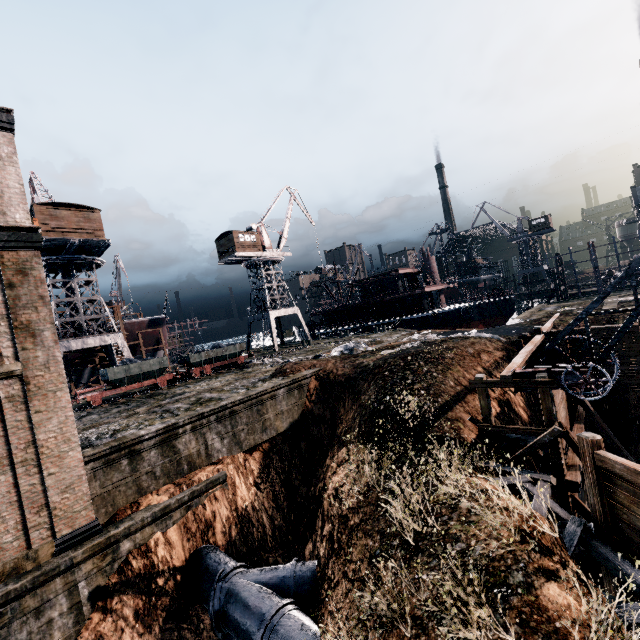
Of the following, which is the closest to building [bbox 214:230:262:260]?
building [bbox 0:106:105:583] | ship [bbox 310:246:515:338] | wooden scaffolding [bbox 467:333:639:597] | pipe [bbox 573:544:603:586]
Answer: ship [bbox 310:246:515:338]

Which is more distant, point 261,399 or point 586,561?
point 261,399

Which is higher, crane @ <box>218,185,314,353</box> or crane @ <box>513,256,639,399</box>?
crane @ <box>218,185,314,353</box>

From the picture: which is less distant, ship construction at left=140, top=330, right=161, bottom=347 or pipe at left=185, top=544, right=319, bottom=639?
pipe at left=185, top=544, right=319, bottom=639

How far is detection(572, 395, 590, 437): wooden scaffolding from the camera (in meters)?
14.64

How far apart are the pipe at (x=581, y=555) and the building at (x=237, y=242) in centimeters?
4043cm

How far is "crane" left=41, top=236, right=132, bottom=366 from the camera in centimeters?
3072cm

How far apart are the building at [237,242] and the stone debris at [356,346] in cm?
2326
